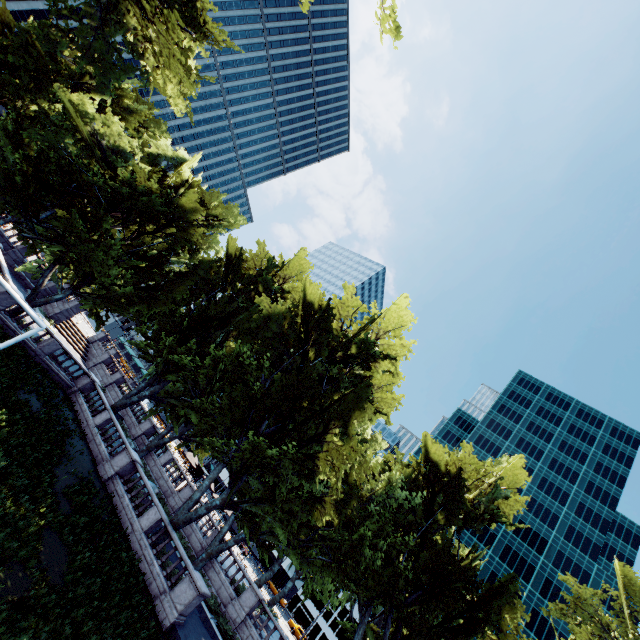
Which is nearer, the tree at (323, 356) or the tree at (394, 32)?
the tree at (394, 32)

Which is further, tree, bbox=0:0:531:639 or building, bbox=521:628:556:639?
building, bbox=521:628:556:639

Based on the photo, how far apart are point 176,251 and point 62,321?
22.90m

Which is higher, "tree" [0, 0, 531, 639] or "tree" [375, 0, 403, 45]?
"tree" [375, 0, 403, 45]

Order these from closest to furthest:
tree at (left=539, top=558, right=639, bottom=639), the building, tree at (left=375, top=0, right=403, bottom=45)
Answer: tree at (left=375, top=0, right=403, bottom=45), tree at (left=539, top=558, right=639, bottom=639), the building

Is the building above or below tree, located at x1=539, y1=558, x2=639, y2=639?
above

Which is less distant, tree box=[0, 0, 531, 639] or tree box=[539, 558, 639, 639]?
tree box=[0, 0, 531, 639]
